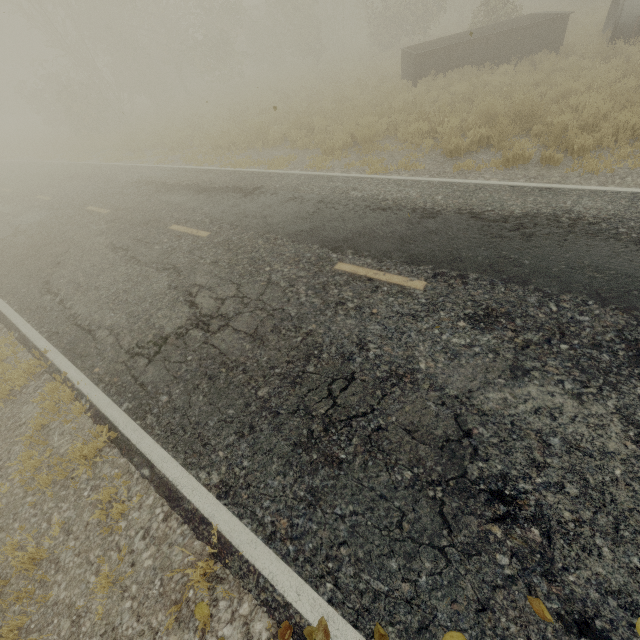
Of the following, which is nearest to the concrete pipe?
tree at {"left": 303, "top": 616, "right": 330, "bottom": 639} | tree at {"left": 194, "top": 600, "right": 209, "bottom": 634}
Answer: tree at {"left": 303, "top": 616, "right": 330, "bottom": 639}

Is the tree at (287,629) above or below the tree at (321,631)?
below

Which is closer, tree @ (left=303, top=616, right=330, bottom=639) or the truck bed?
tree @ (left=303, top=616, right=330, bottom=639)

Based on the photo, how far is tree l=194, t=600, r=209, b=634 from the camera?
2.5 meters

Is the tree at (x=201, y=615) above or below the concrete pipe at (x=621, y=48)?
below

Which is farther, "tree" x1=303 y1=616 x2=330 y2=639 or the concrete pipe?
the concrete pipe

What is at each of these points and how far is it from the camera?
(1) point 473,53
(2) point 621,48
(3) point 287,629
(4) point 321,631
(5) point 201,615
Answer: (1) truck bed, 12.9 meters
(2) concrete pipe, 10.7 meters
(3) tree, 2.4 meters
(4) tree, 2.3 meters
(5) tree, 2.6 meters

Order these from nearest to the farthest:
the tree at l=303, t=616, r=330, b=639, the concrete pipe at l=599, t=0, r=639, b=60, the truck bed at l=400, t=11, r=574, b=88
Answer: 1. the tree at l=303, t=616, r=330, b=639
2. the concrete pipe at l=599, t=0, r=639, b=60
3. the truck bed at l=400, t=11, r=574, b=88
